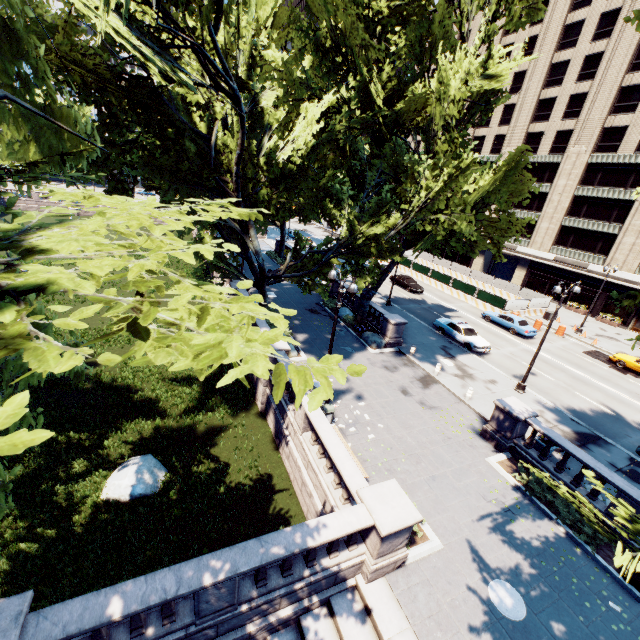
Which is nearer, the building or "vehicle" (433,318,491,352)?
"vehicle" (433,318,491,352)

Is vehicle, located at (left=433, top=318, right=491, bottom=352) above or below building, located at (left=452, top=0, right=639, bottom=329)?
below

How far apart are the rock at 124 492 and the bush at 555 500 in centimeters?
1527cm

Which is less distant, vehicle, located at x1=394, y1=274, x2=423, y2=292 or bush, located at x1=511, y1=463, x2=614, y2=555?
bush, located at x1=511, y1=463, x2=614, y2=555

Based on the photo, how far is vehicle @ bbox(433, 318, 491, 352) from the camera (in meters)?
25.58

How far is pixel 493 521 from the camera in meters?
12.2

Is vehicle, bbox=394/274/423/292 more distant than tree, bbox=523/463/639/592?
Yes

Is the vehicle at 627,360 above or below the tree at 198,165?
below
